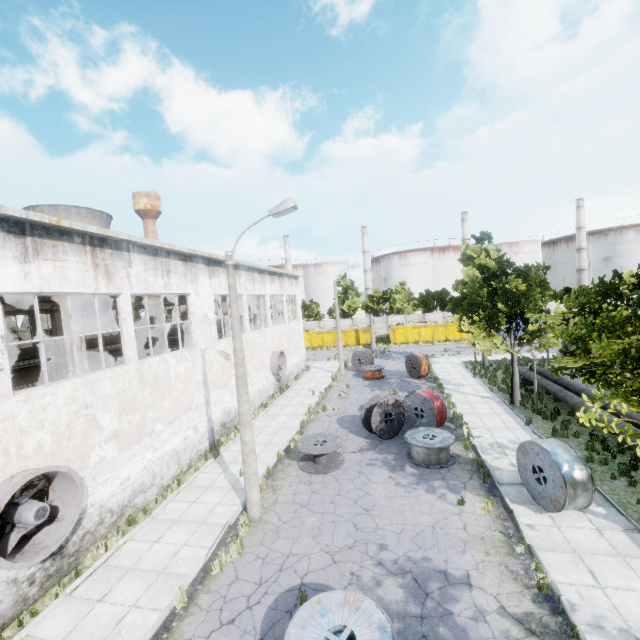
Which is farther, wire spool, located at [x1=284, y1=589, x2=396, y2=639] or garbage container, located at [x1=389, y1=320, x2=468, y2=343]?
garbage container, located at [x1=389, y1=320, x2=468, y2=343]

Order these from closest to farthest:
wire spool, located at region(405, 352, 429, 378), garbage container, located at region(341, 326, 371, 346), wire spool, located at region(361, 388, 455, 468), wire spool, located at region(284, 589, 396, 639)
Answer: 1. wire spool, located at region(284, 589, 396, 639)
2. wire spool, located at region(361, 388, 455, 468)
3. wire spool, located at region(405, 352, 429, 378)
4. garbage container, located at region(341, 326, 371, 346)

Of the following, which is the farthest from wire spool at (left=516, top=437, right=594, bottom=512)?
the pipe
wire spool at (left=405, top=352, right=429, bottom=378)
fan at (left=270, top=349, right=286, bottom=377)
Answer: fan at (left=270, top=349, right=286, bottom=377)

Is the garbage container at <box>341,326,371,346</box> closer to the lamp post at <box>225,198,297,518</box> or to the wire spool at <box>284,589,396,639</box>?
the lamp post at <box>225,198,297,518</box>

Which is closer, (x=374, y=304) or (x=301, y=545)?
(x=301, y=545)

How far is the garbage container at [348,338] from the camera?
46.6 meters

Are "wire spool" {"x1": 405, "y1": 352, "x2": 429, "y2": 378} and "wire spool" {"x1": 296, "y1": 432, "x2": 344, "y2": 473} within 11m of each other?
no

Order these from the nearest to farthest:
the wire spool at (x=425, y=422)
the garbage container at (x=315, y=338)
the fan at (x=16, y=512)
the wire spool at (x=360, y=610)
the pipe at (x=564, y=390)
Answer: the wire spool at (x=360, y=610)
the fan at (x=16, y=512)
the wire spool at (x=425, y=422)
the pipe at (x=564, y=390)
the garbage container at (x=315, y=338)
